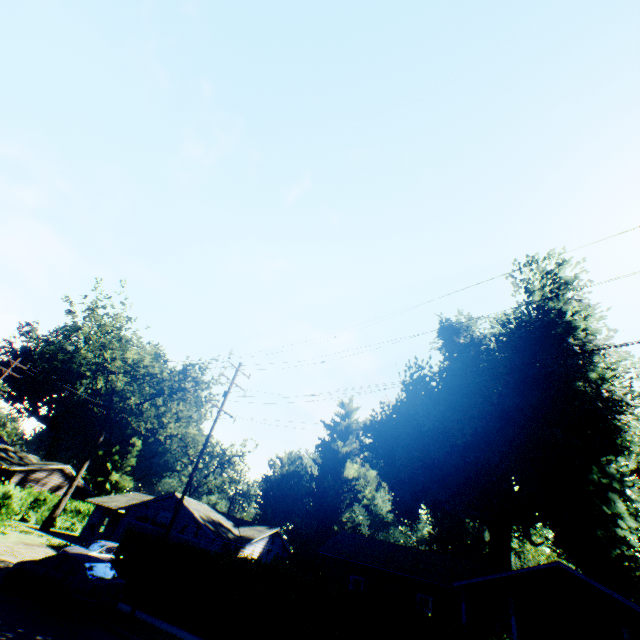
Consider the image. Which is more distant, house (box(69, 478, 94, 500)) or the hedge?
house (box(69, 478, 94, 500))

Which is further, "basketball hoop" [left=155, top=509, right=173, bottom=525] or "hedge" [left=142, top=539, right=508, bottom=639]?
"basketball hoop" [left=155, top=509, right=173, bottom=525]

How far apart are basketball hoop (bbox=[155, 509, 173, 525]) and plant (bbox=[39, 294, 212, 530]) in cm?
1680

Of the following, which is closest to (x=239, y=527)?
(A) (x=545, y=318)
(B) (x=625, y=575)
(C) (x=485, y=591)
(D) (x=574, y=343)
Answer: (C) (x=485, y=591)

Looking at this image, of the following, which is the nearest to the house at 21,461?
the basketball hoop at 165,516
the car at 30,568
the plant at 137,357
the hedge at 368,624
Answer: the plant at 137,357

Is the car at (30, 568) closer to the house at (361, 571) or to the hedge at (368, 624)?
the hedge at (368, 624)

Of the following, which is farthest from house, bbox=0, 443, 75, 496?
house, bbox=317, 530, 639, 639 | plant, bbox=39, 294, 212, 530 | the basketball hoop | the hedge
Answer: house, bbox=317, 530, 639, 639

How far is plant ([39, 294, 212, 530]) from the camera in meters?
38.9
